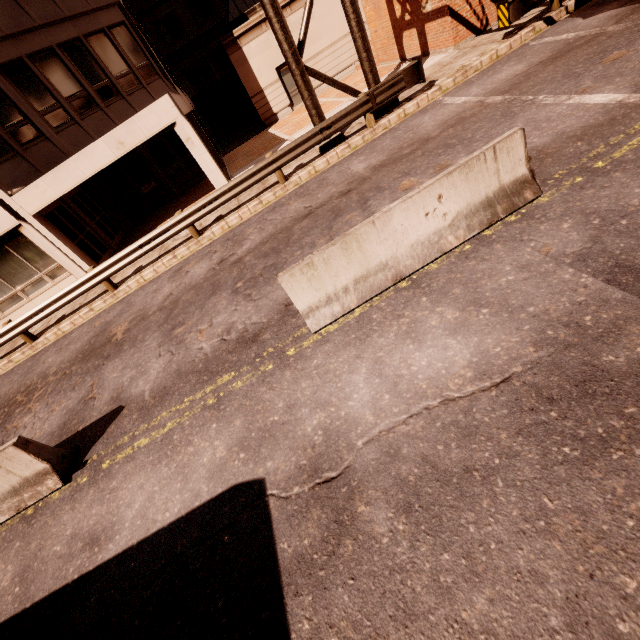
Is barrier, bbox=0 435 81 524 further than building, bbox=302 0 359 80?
No

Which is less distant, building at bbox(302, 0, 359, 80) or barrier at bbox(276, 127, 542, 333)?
barrier at bbox(276, 127, 542, 333)

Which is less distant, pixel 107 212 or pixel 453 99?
pixel 453 99

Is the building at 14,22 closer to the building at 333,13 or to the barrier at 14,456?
the building at 333,13

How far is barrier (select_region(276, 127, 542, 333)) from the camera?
4.52m

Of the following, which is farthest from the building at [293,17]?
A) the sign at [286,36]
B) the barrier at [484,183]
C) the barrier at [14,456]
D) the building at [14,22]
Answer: the barrier at [14,456]

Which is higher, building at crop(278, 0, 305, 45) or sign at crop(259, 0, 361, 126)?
building at crop(278, 0, 305, 45)
